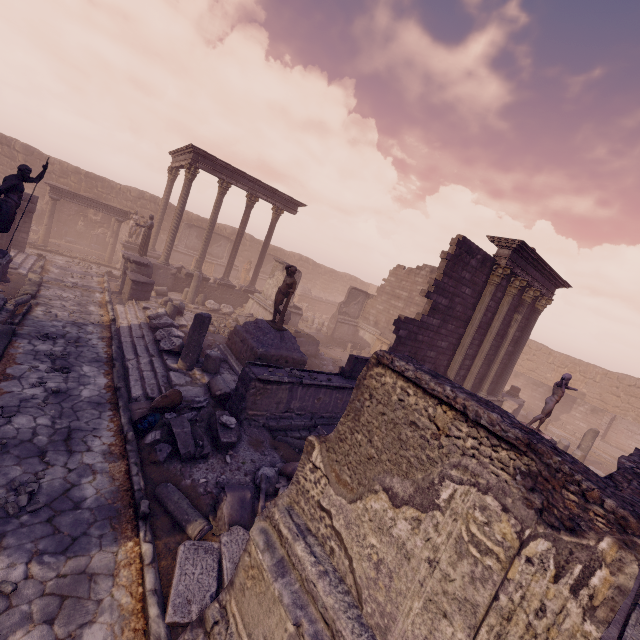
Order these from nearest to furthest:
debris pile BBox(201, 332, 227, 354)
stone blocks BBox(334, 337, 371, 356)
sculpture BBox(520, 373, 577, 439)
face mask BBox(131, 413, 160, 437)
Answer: face mask BBox(131, 413, 160, 437) < sculpture BBox(520, 373, 577, 439) < debris pile BBox(201, 332, 227, 354) < stone blocks BBox(334, 337, 371, 356)

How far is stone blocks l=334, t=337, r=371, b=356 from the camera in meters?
21.4 m

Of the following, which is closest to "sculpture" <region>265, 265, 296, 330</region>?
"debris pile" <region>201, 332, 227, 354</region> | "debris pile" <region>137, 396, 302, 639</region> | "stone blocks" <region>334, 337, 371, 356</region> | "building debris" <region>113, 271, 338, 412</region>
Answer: Result: "building debris" <region>113, 271, 338, 412</region>

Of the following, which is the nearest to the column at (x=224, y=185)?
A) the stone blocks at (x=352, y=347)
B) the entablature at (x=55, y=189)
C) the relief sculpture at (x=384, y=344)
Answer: the entablature at (x=55, y=189)

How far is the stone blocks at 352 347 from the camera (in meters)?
21.38

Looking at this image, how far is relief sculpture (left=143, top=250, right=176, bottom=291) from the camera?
17.4 meters

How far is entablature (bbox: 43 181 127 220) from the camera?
18.5m

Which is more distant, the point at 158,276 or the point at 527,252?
the point at 158,276
